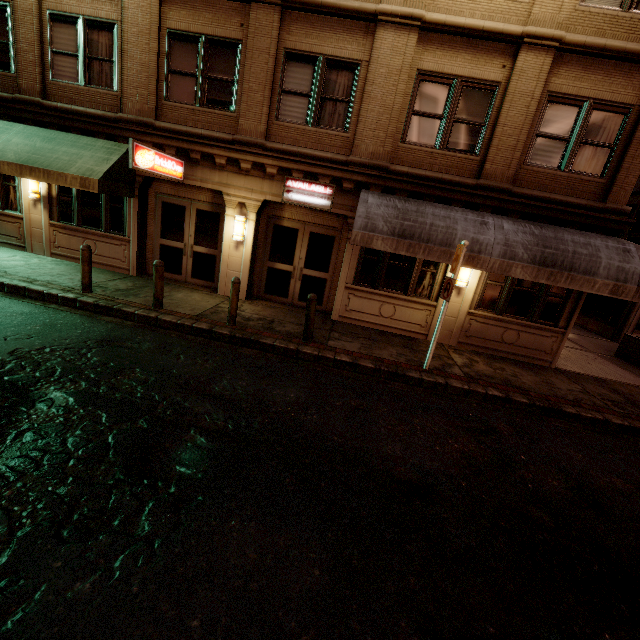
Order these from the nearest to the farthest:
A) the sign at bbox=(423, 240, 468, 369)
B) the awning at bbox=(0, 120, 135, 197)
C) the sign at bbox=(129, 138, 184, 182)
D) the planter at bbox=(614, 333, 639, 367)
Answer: the sign at bbox=(423, 240, 468, 369) → the sign at bbox=(129, 138, 184, 182) → the awning at bbox=(0, 120, 135, 197) → the planter at bbox=(614, 333, 639, 367)

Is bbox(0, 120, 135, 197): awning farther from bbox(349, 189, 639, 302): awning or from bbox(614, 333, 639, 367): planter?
bbox(614, 333, 639, 367): planter

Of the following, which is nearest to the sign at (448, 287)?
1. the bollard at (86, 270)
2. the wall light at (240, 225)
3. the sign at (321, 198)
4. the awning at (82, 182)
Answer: the sign at (321, 198)

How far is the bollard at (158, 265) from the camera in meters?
8.0 m

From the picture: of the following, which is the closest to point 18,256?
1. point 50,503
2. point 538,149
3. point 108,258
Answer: point 108,258

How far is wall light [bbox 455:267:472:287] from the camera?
9.41m

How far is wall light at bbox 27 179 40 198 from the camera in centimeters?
1035cm

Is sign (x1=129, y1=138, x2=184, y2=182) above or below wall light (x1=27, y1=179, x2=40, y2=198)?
above
